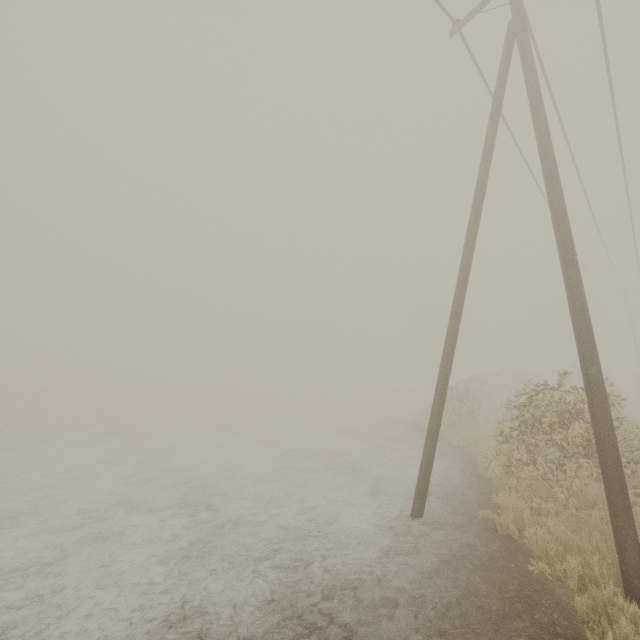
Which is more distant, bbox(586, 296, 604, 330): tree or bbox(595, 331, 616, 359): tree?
bbox(586, 296, 604, 330): tree

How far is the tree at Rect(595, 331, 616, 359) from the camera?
45.7 meters

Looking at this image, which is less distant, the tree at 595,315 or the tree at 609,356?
the tree at 609,356

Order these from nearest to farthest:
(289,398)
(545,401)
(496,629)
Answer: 1. (496,629)
2. (545,401)
3. (289,398)

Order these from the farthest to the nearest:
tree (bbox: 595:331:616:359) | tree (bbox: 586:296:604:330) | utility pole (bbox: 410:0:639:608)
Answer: tree (bbox: 586:296:604:330), tree (bbox: 595:331:616:359), utility pole (bbox: 410:0:639:608)

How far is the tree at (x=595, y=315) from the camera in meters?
47.9 m

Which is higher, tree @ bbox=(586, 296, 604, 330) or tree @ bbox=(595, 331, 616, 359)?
tree @ bbox=(586, 296, 604, 330)

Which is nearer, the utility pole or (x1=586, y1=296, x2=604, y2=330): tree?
the utility pole
